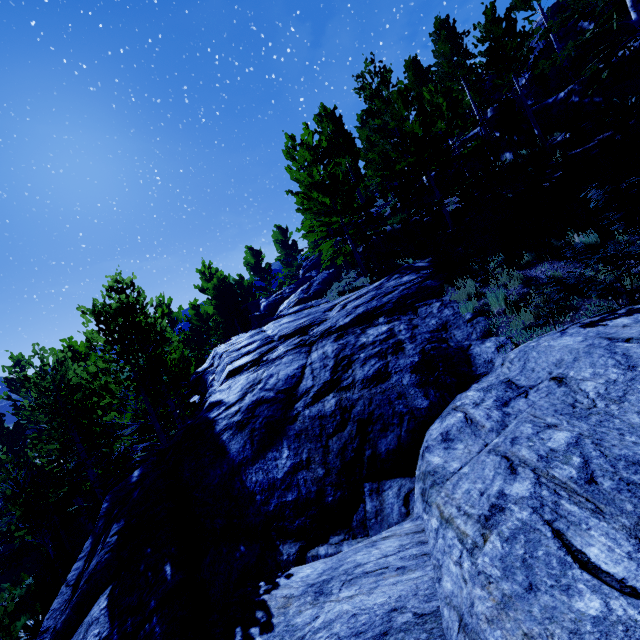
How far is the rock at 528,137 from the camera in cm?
1623

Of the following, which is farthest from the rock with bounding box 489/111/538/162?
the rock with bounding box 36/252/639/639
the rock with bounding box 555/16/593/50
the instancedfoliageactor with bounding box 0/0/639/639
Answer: the rock with bounding box 36/252/639/639

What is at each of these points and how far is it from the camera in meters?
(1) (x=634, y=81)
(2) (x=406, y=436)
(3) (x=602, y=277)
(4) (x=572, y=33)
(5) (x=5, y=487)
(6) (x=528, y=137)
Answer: (1) rock, 12.0
(2) rock, 5.4
(3) instancedfoliageactor, 6.8
(4) rock, 19.8
(5) instancedfoliageactor, 23.2
(6) rock, 16.5

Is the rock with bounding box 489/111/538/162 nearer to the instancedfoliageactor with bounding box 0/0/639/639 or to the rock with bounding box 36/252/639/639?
the instancedfoliageactor with bounding box 0/0/639/639

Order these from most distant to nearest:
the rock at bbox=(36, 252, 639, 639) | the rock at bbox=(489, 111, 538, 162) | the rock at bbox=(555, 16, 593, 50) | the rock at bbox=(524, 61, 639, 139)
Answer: the rock at bbox=(555, 16, 593, 50) → the rock at bbox=(489, 111, 538, 162) → the rock at bbox=(524, 61, 639, 139) → the rock at bbox=(36, 252, 639, 639)

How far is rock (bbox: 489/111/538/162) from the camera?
16.2 meters

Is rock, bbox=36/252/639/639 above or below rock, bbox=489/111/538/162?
below

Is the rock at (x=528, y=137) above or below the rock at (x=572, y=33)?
below
